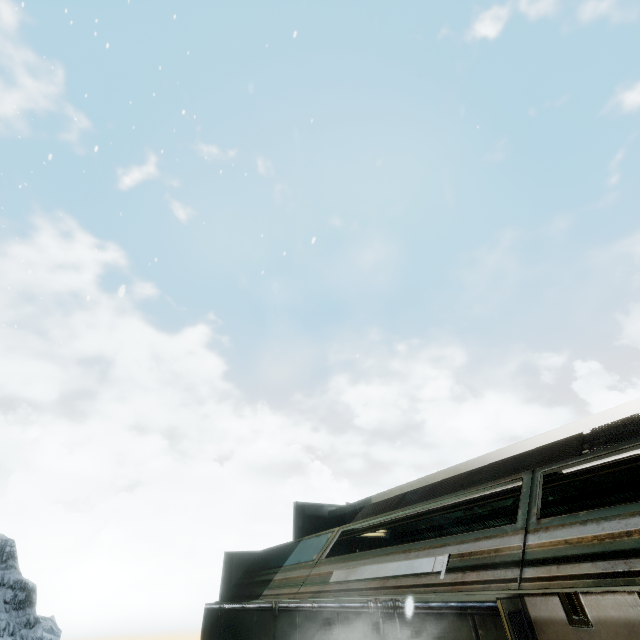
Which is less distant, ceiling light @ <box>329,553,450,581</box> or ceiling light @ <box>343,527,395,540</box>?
ceiling light @ <box>329,553,450,581</box>

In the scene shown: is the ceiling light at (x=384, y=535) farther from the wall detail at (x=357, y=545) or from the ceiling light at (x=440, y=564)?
the ceiling light at (x=440, y=564)

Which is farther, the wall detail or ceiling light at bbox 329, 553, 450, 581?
the wall detail

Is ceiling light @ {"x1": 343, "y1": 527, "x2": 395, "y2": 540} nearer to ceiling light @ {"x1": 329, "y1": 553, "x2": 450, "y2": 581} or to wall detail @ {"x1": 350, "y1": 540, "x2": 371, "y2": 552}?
wall detail @ {"x1": 350, "y1": 540, "x2": 371, "y2": 552}

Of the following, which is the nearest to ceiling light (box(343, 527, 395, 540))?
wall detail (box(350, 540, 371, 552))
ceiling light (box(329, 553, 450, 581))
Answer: wall detail (box(350, 540, 371, 552))

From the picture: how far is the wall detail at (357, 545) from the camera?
8.6m

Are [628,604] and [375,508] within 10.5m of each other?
yes
